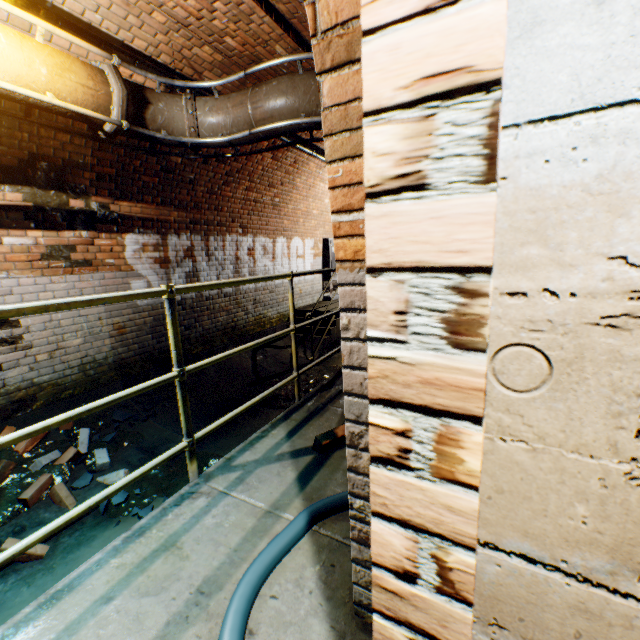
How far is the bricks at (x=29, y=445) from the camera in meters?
3.5 m

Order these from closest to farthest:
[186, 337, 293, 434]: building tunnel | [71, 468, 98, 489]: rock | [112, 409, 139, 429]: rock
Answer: [71, 468, 98, 489]: rock < [112, 409, 139, 429]: rock < [186, 337, 293, 434]: building tunnel

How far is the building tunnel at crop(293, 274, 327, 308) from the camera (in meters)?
8.83

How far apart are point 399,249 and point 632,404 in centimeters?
58cm

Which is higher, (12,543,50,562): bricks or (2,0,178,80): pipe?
(2,0,178,80): pipe

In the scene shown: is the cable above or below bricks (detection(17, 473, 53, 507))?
above

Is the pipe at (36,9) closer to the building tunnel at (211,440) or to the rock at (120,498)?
the building tunnel at (211,440)

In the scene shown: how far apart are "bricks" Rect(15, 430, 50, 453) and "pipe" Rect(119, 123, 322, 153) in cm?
329
